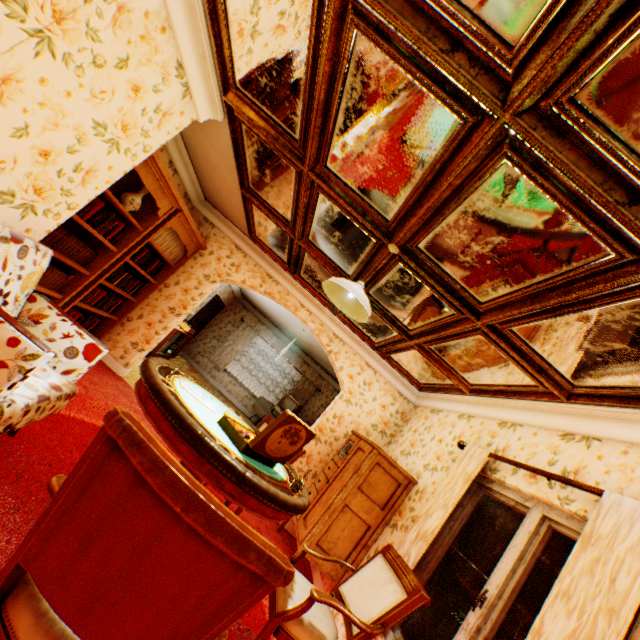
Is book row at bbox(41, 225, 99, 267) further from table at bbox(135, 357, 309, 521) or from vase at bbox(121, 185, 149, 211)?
table at bbox(135, 357, 309, 521)

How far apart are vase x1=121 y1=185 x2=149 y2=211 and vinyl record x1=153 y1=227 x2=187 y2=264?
0.4 meters

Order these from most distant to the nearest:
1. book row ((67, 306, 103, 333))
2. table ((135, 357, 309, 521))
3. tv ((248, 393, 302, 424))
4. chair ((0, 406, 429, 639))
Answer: tv ((248, 393, 302, 424)) → book row ((67, 306, 103, 333)) → table ((135, 357, 309, 521)) → chair ((0, 406, 429, 639))

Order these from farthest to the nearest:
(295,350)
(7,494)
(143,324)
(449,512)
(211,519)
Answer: (295,350) → (143,324) → (449,512) → (7,494) → (211,519)

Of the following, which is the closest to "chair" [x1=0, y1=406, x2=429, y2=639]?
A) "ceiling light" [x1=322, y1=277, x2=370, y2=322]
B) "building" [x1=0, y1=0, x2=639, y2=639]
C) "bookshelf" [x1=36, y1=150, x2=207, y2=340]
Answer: "building" [x1=0, y1=0, x2=639, y2=639]

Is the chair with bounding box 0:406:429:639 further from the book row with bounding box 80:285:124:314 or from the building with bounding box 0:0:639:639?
the book row with bounding box 80:285:124:314

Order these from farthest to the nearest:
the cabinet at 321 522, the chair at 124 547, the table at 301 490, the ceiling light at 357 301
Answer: the cabinet at 321 522 → the ceiling light at 357 301 → the table at 301 490 → the chair at 124 547

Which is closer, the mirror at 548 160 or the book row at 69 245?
the mirror at 548 160
